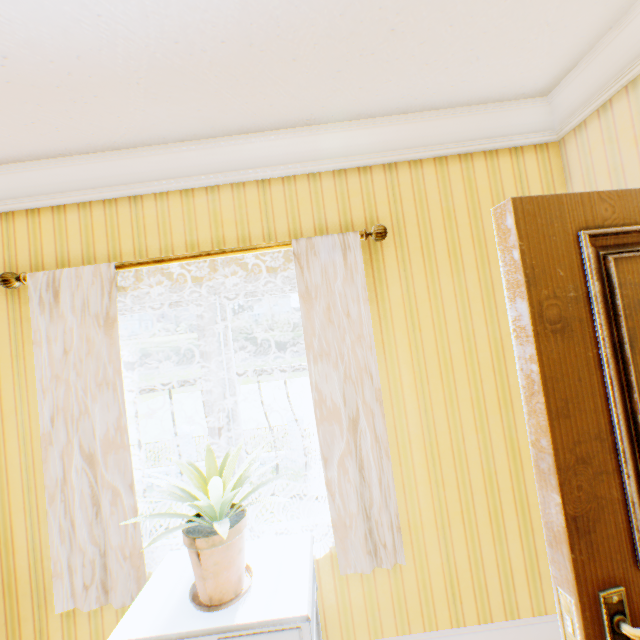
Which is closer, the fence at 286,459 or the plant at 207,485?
the plant at 207,485

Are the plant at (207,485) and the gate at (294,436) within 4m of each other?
no

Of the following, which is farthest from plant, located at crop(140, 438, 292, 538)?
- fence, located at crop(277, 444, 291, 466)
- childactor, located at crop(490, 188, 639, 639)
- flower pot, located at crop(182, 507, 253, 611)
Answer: fence, located at crop(277, 444, 291, 466)

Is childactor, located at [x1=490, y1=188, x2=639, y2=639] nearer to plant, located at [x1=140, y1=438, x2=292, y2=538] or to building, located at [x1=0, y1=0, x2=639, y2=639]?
building, located at [x1=0, y1=0, x2=639, y2=639]

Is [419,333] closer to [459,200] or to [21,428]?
[459,200]

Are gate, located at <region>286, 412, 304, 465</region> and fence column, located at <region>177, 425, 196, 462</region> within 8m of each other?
yes

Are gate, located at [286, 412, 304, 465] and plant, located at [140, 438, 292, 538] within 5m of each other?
no

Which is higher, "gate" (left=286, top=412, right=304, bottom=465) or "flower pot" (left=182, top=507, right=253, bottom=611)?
"flower pot" (left=182, top=507, right=253, bottom=611)
